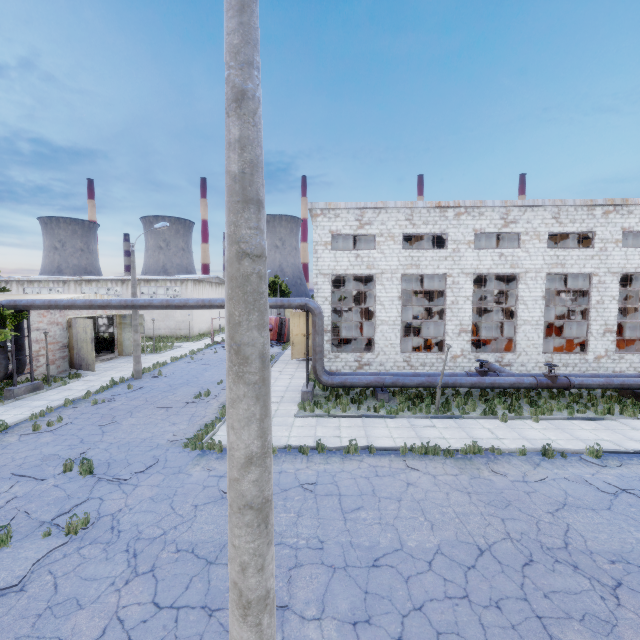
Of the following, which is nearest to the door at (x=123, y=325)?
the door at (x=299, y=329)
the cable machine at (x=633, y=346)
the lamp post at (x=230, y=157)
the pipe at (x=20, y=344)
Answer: the pipe at (x=20, y=344)

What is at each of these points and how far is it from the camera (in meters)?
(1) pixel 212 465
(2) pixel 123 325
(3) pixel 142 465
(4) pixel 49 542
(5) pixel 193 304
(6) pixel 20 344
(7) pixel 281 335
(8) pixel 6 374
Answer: (1) asphalt debris, 10.24
(2) door, 29.31
(3) asphalt debris, 10.25
(4) asphalt debris, 7.05
(5) pipe, 16.48
(6) pipe, 18.17
(7) truck, 37.84
(8) pipe, 17.48

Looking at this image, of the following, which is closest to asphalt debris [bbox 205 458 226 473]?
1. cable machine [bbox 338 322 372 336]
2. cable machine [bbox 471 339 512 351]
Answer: cable machine [bbox 471 339 512 351]

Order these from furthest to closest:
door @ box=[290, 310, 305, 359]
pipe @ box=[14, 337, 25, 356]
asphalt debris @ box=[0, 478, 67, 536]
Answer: door @ box=[290, 310, 305, 359] < pipe @ box=[14, 337, 25, 356] < asphalt debris @ box=[0, 478, 67, 536]

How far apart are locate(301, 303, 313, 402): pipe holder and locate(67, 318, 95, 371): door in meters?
16.0 m

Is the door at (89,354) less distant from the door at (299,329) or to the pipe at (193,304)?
the pipe at (193,304)

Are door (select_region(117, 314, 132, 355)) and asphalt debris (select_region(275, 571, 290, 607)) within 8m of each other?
no

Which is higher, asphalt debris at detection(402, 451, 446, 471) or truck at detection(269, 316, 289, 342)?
truck at detection(269, 316, 289, 342)
